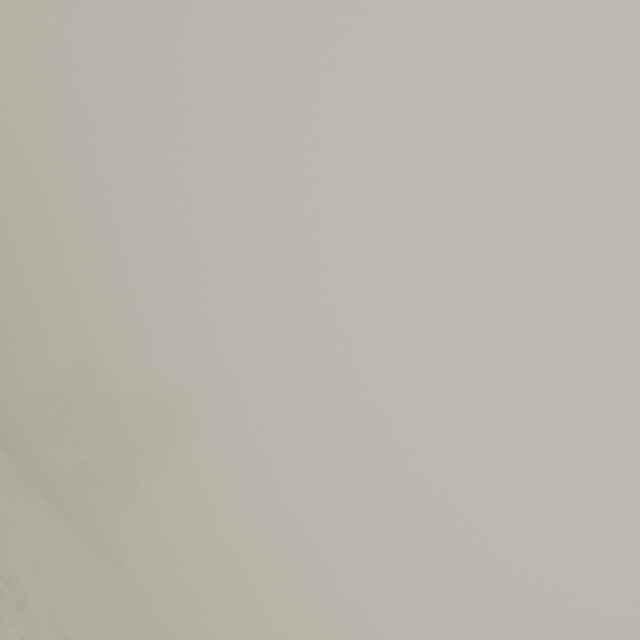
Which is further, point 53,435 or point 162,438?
point 53,435
